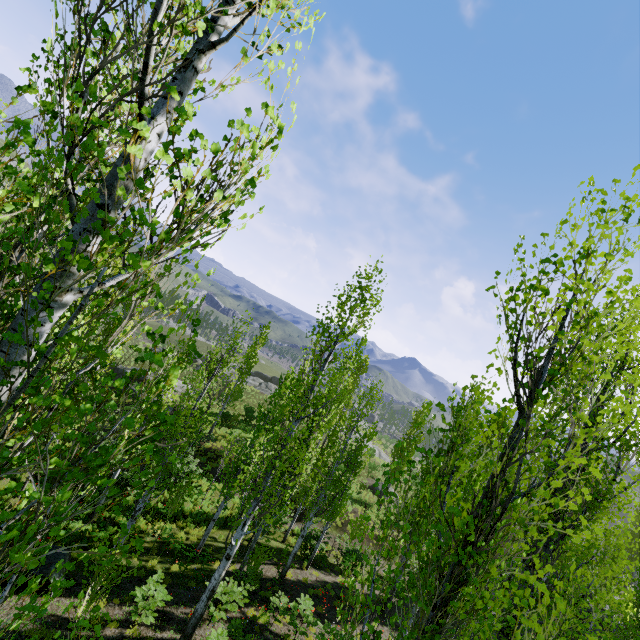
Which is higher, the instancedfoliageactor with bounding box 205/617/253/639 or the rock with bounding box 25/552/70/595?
the instancedfoliageactor with bounding box 205/617/253/639

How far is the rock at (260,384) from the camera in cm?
4897

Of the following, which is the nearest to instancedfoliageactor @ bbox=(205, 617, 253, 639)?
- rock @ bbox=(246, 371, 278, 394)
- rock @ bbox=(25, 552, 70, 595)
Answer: rock @ bbox=(246, 371, 278, 394)

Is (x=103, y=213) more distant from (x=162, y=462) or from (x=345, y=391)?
(x=162, y=462)

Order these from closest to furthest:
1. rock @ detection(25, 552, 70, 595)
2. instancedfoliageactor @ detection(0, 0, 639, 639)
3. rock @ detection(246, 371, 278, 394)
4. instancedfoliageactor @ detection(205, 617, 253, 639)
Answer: instancedfoliageactor @ detection(0, 0, 639, 639), instancedfoliageactor @ detection(205, 617, 253, 639), rock @ detection(25, 552, 70, 595), rock @ detection(246, 371, 278, 394)

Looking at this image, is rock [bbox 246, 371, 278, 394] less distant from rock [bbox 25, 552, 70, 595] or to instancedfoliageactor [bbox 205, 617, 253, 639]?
instancedfoliageactor [bbox 205, 617, 253, 639]

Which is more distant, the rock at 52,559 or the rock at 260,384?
the rock at 260,384
